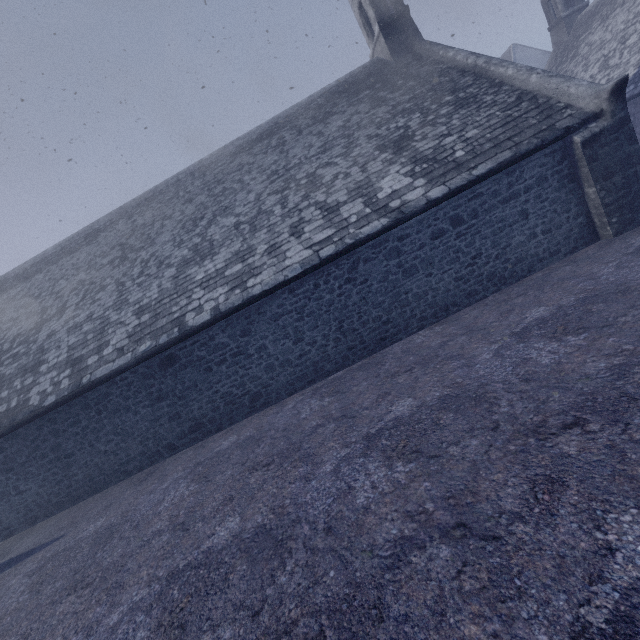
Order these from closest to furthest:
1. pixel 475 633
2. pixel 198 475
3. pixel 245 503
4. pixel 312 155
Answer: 1. pixel 475 633
2. pixel 245 503
3. pixel 198 475
4. pixel 312 155
